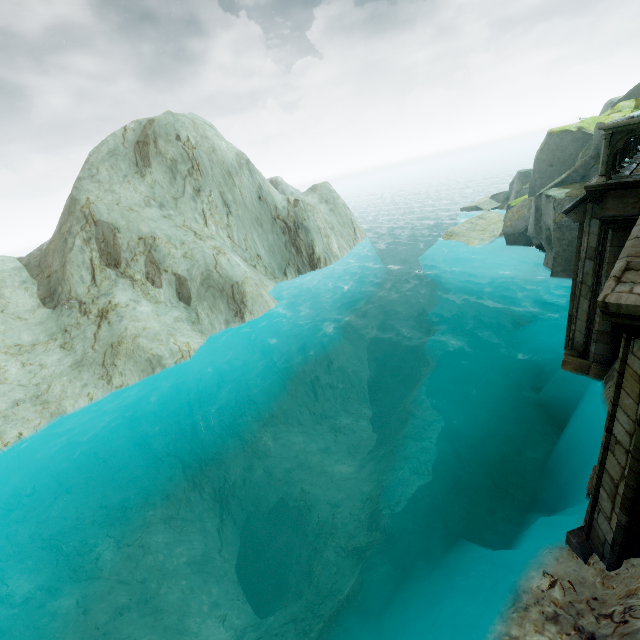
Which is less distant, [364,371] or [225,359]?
[225,359]
